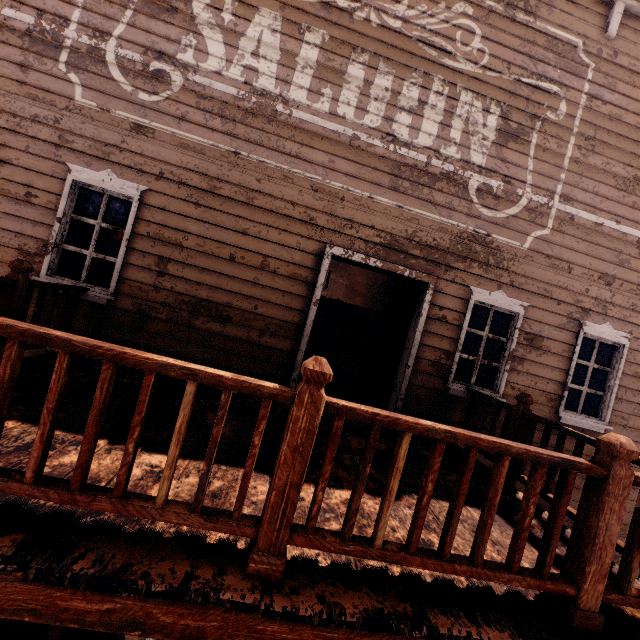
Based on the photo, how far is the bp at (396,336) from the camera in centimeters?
587cm

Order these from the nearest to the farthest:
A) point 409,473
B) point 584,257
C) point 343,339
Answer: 1. point 409,473
2. point 584,257
3. point 343,339

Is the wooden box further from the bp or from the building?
the bp

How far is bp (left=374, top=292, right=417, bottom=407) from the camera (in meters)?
5.87

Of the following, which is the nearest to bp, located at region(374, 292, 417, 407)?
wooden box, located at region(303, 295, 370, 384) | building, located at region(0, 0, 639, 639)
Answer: building, located at region(0, 0, 639, 639)

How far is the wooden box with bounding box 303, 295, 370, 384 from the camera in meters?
7.2

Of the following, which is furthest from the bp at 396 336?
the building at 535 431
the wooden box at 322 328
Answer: the wooden box at 322 328
